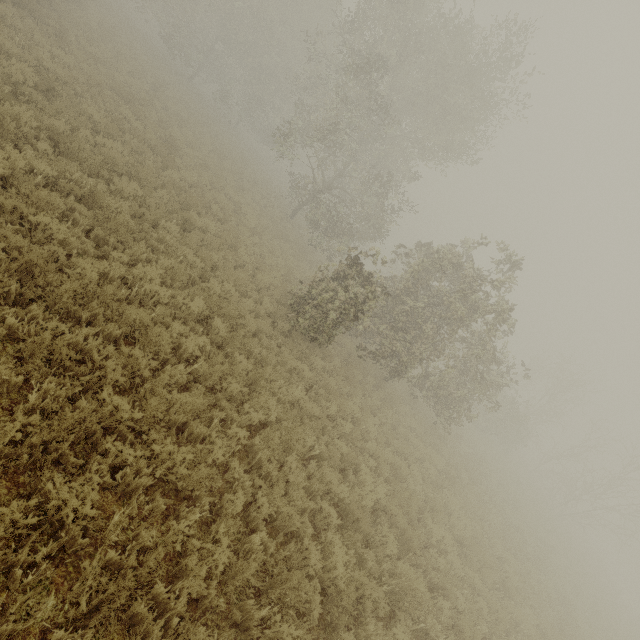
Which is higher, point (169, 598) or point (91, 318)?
point (91, 318)
